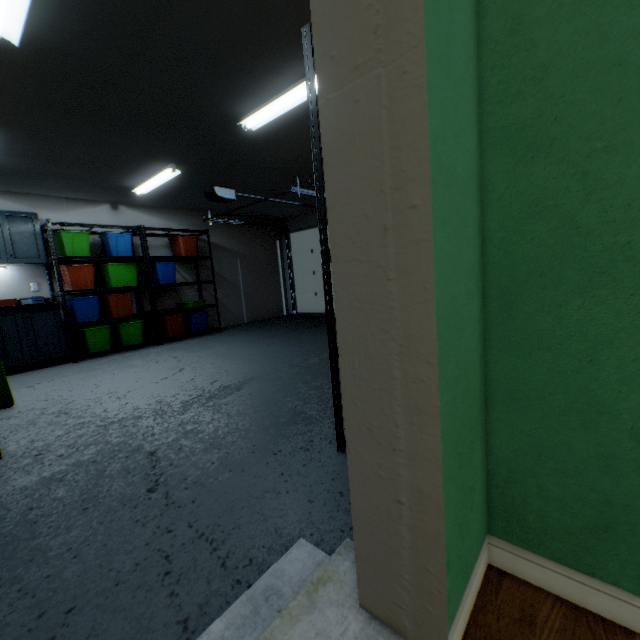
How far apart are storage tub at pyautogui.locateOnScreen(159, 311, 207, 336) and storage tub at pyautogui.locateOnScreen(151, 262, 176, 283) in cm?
58

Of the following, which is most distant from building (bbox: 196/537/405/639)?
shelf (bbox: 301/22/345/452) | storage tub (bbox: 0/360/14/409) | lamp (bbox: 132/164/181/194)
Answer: lamp (bbox: 132/164/181/194)

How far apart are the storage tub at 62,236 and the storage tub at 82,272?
0.1m

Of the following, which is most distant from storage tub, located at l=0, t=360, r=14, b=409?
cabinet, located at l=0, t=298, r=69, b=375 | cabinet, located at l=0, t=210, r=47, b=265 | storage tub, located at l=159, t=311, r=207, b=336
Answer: storage tub, located at l=159, t=311, r=207, b=336

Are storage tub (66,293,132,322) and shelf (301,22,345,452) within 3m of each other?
no

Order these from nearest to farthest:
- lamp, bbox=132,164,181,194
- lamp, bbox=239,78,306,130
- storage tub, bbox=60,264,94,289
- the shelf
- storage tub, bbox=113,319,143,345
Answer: the shelf → lamp, bbox=239,78,306,130 → lamp, bbox=132,164,181,194 → storage tub, bbox=60,264,94,289 → storage tub, bbox=113,319,143,345

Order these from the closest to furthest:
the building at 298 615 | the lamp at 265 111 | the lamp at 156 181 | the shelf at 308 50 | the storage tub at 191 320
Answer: the building at 298 615
the shelf at 308 50
the lamp at 265 111
the lamp at 156 181
the storage tub at 191 320

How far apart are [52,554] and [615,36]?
2.1 meters
